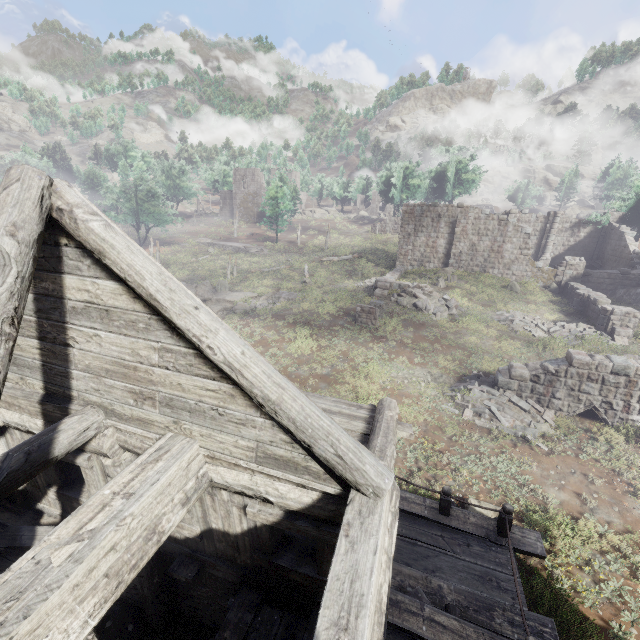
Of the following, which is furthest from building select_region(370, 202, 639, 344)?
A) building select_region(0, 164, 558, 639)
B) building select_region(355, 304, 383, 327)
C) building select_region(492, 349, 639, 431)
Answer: building select_region(0, 164, 558, 639)

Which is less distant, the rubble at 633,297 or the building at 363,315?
the building at 363,315

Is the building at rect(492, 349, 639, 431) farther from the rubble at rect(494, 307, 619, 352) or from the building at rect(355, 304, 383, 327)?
the building at rect(355, 304, 383, 327)

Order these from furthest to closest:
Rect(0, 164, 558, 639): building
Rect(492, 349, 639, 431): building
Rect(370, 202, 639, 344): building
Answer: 1. Rect(370, 202, 639, 344): building
2. Rect(492, 349, 639, 431): building
3. Rect(0, 164, 558, 639): building

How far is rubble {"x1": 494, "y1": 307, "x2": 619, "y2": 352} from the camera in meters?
18.0 m

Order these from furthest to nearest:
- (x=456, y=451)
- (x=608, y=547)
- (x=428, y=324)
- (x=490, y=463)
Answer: (x=428, y=324) → (x=456, y=451) → (x=490, y=463) → (x=608, y=547)

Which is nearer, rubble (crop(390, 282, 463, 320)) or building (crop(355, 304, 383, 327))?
building (crop(355, 304, 383, 327))

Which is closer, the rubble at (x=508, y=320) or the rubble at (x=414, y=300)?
the rubble at (x=508, y=320)
